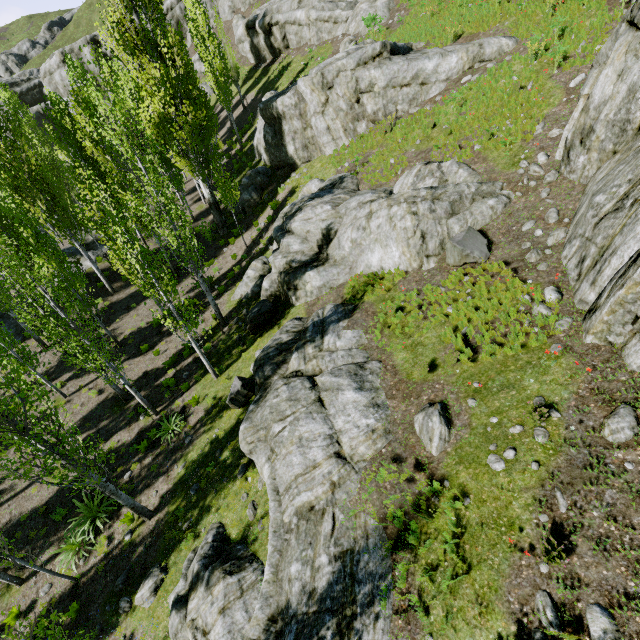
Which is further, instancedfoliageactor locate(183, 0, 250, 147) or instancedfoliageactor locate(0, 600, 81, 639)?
instancedfoliageactor locate(183, 0, 250, 147)

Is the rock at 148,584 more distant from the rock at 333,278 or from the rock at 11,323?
the rock at 11,323

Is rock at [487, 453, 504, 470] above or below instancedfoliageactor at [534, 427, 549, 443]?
below

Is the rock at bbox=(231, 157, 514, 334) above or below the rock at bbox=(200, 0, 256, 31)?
below

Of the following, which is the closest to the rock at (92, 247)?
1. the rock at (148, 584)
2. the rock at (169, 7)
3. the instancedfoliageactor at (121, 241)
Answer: the instancedfoliageactor at (121, 241)

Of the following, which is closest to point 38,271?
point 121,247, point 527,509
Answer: point 121,247

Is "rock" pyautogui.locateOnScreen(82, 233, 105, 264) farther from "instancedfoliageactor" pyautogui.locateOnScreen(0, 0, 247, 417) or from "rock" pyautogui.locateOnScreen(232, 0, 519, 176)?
"rock" pyautogui.locateOnScreen(232, 0, 519, 176)

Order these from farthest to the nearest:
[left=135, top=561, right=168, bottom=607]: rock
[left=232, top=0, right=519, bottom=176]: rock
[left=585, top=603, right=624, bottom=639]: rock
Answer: [left=232, top=0, right=519, bottom=176]: rock
[left=135, top=561, right=168, bottom=607]: rock
[left=585, top=603, right=624, bottom=639]: rock
